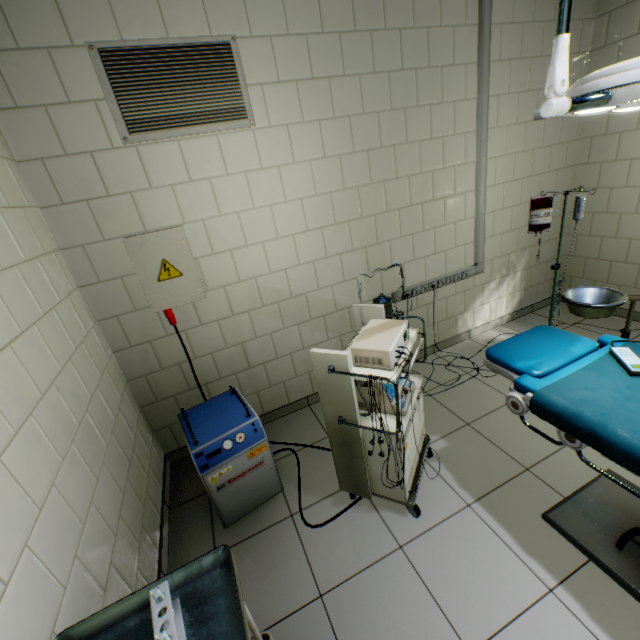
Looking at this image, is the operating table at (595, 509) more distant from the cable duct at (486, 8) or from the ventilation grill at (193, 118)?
the ventilation grill at (193, 118)

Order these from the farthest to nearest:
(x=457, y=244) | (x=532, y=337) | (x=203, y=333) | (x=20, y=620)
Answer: (x=457, y=244), (x=203, y=333), (x=532, y=337), (x=20, y=620)

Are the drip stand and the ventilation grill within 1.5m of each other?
no

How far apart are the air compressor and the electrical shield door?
0.7m

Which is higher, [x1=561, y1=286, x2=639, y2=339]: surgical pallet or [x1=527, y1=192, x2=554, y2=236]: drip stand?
[x1=527, y1=192, x2=554, y2=236]: drip stand

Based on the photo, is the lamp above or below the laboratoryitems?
above

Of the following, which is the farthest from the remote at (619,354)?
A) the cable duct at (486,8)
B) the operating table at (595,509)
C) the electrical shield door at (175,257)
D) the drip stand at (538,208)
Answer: the electrical shield door at (175,257)

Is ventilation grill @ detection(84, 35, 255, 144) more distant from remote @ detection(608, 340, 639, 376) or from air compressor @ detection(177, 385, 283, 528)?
remote @ detection(608, 340, 639, 376)
